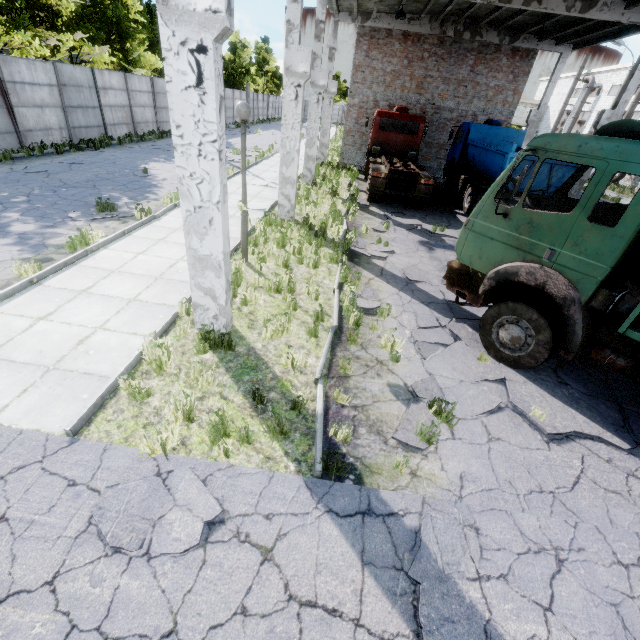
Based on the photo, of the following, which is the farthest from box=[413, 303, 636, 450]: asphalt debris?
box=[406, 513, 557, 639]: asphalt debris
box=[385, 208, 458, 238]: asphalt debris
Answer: box=[385, 208, 458, 238]: asphalt debris

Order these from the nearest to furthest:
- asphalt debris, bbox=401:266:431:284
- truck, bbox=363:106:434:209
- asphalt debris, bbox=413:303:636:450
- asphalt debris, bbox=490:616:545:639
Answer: asphalt debris, bbox=490:616:545:639 < asphalt debris, bbox=413:303:636:450 < asphalt debris, bbox=401:266:431:284 < truck, bbox=363:106:434:209

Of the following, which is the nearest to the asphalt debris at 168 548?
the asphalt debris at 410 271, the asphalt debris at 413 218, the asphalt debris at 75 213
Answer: the asphalt debris at 410 271

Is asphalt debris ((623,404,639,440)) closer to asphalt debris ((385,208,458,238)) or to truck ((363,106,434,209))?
truck ((363,106,434,209))

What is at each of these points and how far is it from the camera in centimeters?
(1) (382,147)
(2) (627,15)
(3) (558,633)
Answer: (1) truck, 1872cm
(2) column beam, 1210cm
(3) asphalt debris, 284cm

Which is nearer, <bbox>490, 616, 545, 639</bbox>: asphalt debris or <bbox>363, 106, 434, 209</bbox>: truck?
<bbox>490, 616, 545, 639</bbox>: asphalt debris

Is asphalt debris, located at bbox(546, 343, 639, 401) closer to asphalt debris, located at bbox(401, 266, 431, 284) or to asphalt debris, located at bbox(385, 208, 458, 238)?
asphalt debris, located at bbox(401, 266, 431, 284)

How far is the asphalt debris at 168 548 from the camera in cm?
304
